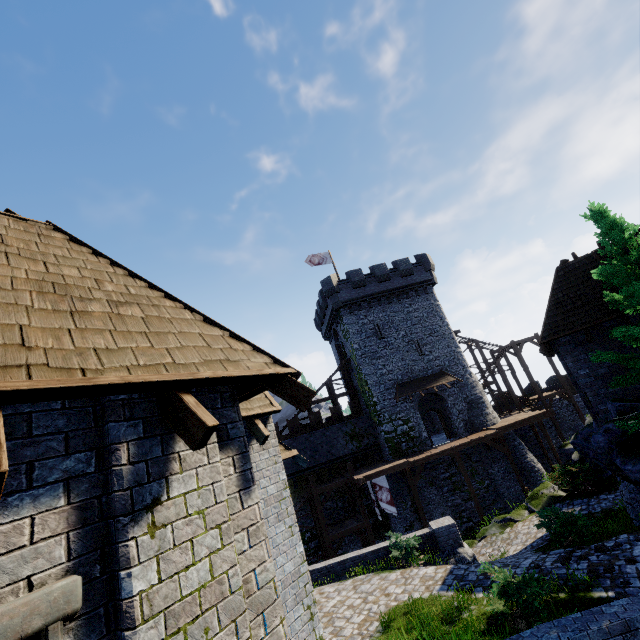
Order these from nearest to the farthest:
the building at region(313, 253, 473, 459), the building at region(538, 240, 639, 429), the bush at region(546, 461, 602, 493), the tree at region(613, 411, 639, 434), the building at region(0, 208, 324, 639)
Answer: the building at region(0, 208, 324, 639), the tree at region(613, 411, 639, 434), the building at region(538, 240, 639, 429), the bush at region(546, 461, 602, 493), the building at region(313, 253, 473, 459)

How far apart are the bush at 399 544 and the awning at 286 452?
6.5m

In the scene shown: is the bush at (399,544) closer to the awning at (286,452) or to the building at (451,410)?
the awning at (286,452)

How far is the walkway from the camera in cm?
2267

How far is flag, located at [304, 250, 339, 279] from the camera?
33.1m

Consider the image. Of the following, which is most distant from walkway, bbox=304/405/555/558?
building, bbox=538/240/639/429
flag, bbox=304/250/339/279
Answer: flag, bbox=304/250/339/279

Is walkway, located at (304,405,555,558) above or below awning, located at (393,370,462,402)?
below

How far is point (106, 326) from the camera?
3.3m
